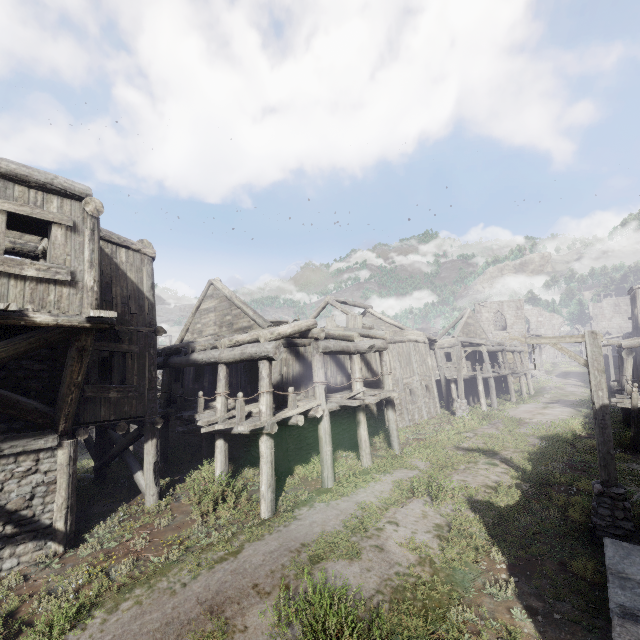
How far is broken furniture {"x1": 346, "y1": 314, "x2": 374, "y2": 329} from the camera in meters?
17.8

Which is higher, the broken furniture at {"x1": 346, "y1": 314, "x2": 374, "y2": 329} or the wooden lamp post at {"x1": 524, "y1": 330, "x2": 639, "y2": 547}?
the broken furniture at {"x1": 346, "y1": 314, "x2": 374, "y2": 329}

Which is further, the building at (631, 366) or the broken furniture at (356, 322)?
the broken furniture at (356, 322)

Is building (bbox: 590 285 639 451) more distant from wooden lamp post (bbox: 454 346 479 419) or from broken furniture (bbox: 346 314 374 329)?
wooden lamp post (bbox: 454 346 479 419)

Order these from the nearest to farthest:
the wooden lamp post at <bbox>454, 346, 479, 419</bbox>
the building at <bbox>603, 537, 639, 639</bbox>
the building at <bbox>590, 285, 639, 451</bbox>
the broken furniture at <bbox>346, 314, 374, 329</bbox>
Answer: the building at <bbox>603, 537, 639, 639</bbox> → the building at <bbox>590, 285, 639, 451</bbox> → the broken furniture at <bbox>346, 314, 374, 329</bbox> → the wooden lamp post at <bbox>454, 346, 479, 419</bbox>

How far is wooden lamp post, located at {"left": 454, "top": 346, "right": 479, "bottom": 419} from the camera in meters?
21.1

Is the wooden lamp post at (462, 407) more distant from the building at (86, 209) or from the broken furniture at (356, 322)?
the broken furniture at (356, 322)

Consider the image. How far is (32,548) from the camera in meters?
7.5
